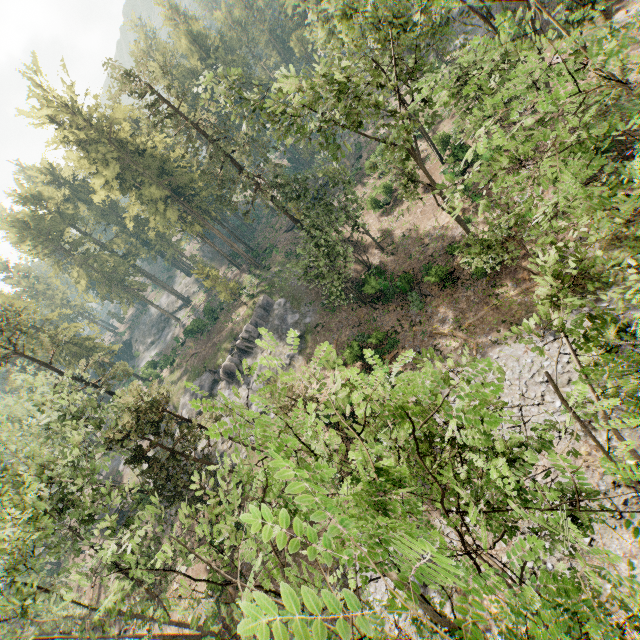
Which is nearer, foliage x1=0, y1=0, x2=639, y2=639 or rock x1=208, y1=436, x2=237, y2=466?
foliage x1=0, y1=0, x2=639, y2=639

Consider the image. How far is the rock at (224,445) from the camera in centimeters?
3439cm

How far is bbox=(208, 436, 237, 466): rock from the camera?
34.4 meters

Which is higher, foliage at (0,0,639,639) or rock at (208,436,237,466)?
foliage at (0,0,639,639)

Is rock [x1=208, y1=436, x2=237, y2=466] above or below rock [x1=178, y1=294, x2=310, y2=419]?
below

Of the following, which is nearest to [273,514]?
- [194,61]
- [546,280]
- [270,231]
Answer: [546,280]
